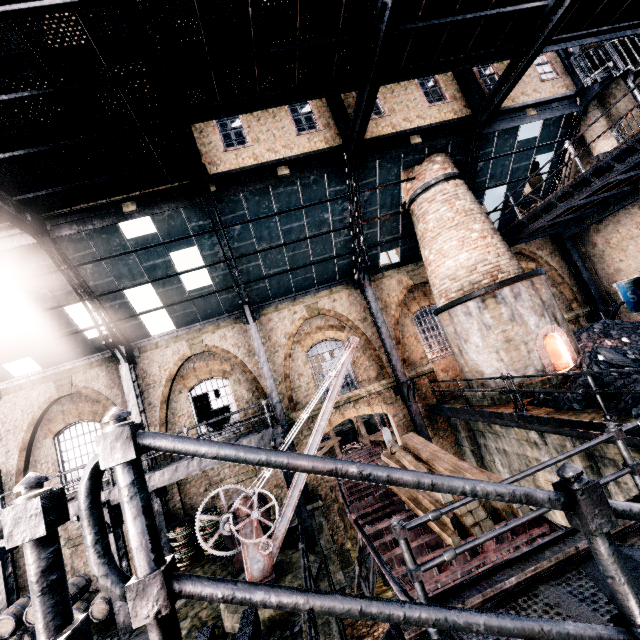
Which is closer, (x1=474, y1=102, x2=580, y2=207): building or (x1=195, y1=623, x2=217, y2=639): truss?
(x1=195, y1=623, x2=217, y2=639): truss

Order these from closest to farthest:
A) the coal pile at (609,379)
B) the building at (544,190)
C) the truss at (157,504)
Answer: the coal pile at (609,379) → the truss at (157,504) → the building at (544,190)

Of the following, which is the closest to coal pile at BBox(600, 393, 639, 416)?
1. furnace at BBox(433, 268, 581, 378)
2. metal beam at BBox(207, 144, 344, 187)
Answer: furnace at BBox(433, 268, 581, 378)

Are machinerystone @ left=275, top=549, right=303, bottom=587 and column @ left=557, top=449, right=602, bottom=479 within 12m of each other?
yes

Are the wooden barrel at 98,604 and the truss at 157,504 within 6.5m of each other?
yes

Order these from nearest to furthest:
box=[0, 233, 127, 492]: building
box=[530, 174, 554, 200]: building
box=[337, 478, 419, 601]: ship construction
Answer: box=[337, 478, 419, 601]: ship construction
box=[0, 233, 127, 492]: building
box=[530, 174, 554, 200]: building

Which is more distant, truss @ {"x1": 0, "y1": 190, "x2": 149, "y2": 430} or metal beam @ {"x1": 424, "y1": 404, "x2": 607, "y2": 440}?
truss @ {"x1": 0, "y1": 190, "x2": 149, "y2": 430}

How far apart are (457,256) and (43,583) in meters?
14.5
